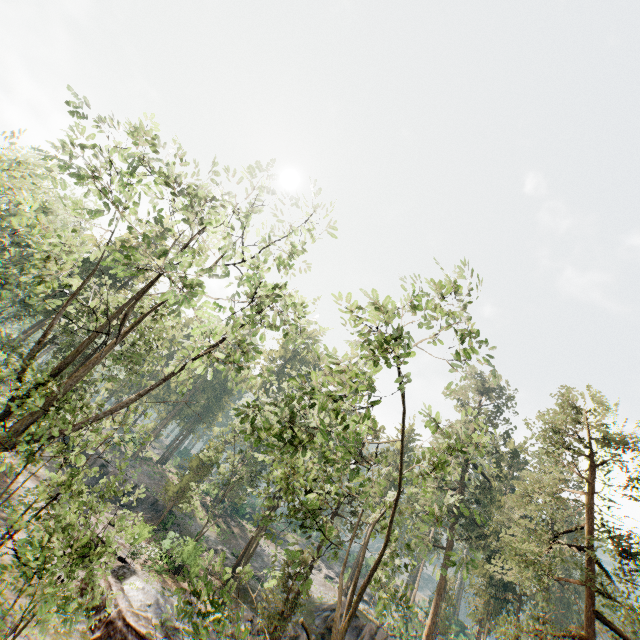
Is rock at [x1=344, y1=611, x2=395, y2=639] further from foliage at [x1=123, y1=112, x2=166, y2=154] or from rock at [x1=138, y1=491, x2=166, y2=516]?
rock at [x1=138, y1=491, x2=166, y2=516]

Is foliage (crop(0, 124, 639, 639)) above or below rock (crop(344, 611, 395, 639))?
above

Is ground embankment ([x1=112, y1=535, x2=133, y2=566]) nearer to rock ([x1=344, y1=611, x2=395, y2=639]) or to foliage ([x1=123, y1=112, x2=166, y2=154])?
foliage ([x1=123, y1=112, x2=166, y2=154])

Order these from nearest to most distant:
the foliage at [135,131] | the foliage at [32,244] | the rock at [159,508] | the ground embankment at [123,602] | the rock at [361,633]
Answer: the foliage at [32,244]
the foliage at [135,131]
the ground embankment at [123,602]
the rock at [361,633]
the rock at [159,508]

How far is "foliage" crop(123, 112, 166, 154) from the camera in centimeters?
1202cm

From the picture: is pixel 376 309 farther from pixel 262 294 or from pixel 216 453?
pixel 216 453

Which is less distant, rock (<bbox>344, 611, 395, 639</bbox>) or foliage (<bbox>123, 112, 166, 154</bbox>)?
foliage (<bbox>123, 112, 166, 154</bbox>)

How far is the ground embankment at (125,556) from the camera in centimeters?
2097cm
